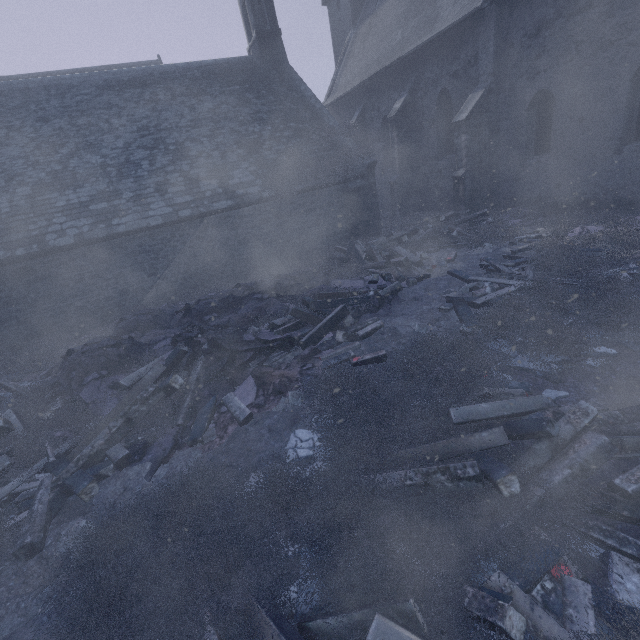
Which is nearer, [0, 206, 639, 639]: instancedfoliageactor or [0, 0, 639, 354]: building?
[0, 206, 639, 639]: instancedfoliageactor

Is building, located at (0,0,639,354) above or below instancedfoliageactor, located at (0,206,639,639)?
above

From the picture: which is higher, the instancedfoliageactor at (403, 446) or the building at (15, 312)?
the building at (15, 312)

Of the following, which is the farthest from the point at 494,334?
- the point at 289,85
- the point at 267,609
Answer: the point at 289,85

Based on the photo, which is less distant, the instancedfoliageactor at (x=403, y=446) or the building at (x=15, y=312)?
the instancedfoliageactor at (x=403, y=446)
